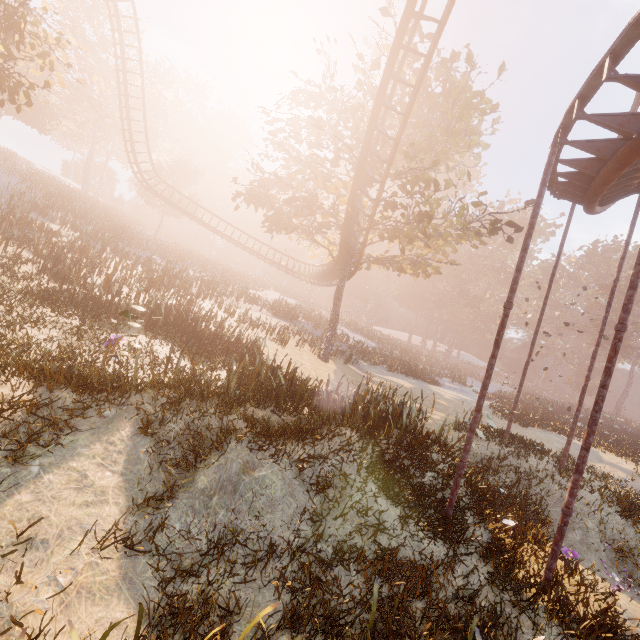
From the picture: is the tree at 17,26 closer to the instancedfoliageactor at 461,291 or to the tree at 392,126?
the tree at 392,126

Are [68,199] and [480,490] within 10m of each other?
no

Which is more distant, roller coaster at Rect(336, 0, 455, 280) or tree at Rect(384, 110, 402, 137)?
tree at Rect(384, 110, 402, 137)

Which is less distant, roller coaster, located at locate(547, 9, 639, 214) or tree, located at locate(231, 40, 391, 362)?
roller coaster, located at locate(547, 9, 639, 214)

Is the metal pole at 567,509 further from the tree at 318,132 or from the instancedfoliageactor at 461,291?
the instancedfoliageactor at 461,291

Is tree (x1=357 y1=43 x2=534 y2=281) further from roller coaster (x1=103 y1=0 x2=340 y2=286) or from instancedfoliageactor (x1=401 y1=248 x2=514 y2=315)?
instancedfoliageactor (x1=401 y1=248 x2=514 y2=315)

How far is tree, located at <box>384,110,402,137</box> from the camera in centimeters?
1784cm

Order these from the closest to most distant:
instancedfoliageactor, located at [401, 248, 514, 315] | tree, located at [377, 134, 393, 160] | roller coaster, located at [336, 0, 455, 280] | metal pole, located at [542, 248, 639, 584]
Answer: metal pole, located at [542, 248, 639, 584] < roller coaster, located at [336, 0, 455, 280] < tree, located at [377, 134, 393, 160] < instancedfoliageactor, located at [401, 248, 514, 315]
